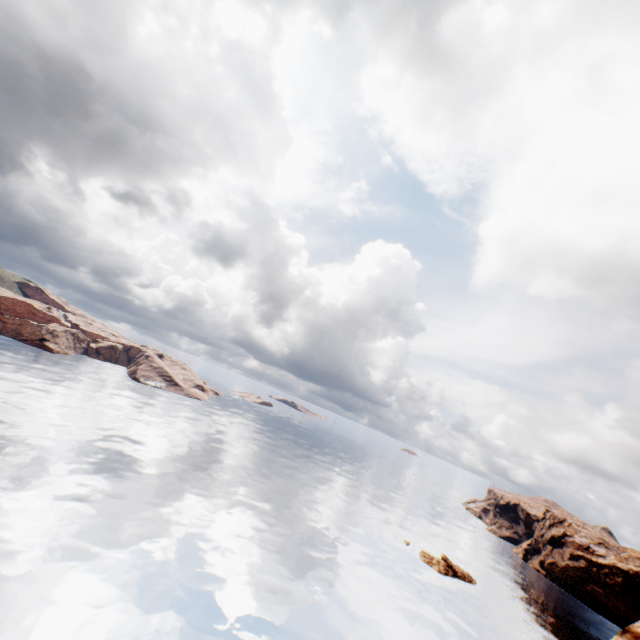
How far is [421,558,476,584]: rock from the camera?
57.8m

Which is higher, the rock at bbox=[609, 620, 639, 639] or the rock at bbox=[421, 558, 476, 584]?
the rock at bbox=[609, 620, 639, 639]

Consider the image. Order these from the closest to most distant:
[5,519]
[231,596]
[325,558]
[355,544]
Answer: [5,519] < [231,596] < [325,558] < [355,544]

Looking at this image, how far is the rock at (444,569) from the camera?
57.8 meters

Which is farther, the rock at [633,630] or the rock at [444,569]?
the rock at [444,569]

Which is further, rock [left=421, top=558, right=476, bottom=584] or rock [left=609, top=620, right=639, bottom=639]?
rock [left=421, top=558, right=476, bottom=584]
